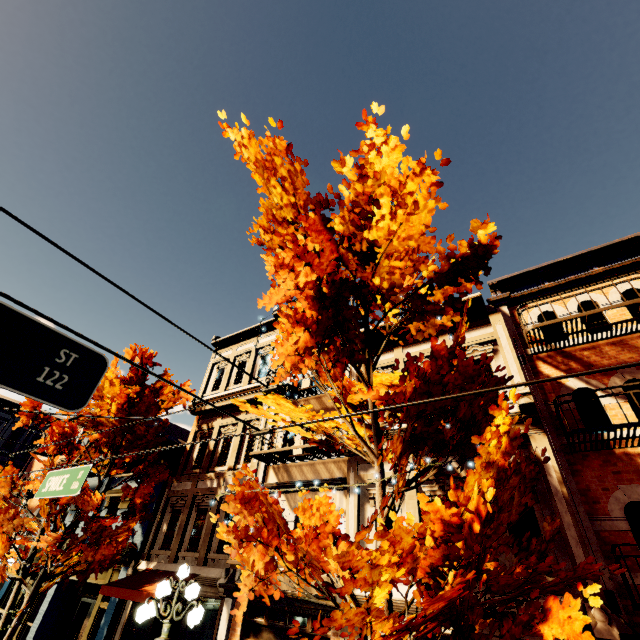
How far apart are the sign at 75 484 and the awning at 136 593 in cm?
564

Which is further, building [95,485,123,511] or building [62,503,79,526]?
building [62,503,79,526]

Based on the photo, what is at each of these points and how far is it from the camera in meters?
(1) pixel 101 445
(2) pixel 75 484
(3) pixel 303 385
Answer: (1) tree, 11.5 m
(2) sign, 5.4 m
(3) building, 13.5 m

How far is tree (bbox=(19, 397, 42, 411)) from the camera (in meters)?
11.78

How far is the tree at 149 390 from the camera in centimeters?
1191cm

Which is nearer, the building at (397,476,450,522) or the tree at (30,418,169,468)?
the building at (397,476,450,522)

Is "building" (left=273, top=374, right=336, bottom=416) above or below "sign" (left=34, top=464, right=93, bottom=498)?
above

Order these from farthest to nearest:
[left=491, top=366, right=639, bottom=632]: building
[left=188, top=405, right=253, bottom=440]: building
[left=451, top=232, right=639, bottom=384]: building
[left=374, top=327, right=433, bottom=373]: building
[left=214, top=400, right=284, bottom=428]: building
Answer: [left=188, top=405, right=253, bottom=440]: building < [left=214, top=400, right=284, bottom=428]: building < [left=374, top=327, right=433, bottom=373]: building < [left=451, top=232, right=639, bottom=384]: building < [left=491, top=366, right=639, bottom=632]: building
